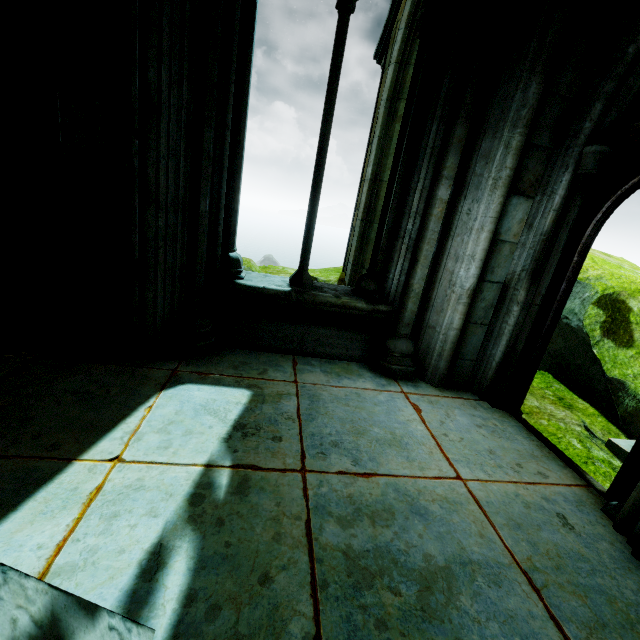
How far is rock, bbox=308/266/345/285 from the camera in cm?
Result: 805

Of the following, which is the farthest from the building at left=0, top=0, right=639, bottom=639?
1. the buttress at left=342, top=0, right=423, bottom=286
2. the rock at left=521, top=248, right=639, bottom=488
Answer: the buttress at left=342, top=0, right=423, bottom=286

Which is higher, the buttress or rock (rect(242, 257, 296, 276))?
the buttress

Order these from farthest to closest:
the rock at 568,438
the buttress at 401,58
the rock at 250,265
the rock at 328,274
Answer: the rock at 328,274 → the rock at 250,265 → the buttress at 401,58 → the rock at 568,438

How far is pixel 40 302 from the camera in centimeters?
341cm

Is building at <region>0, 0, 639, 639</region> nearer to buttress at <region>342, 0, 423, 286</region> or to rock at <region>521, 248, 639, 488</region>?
rock at <region>521, 248, 639, 488</region>

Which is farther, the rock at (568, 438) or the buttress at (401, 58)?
the buttress at (401, 58)
